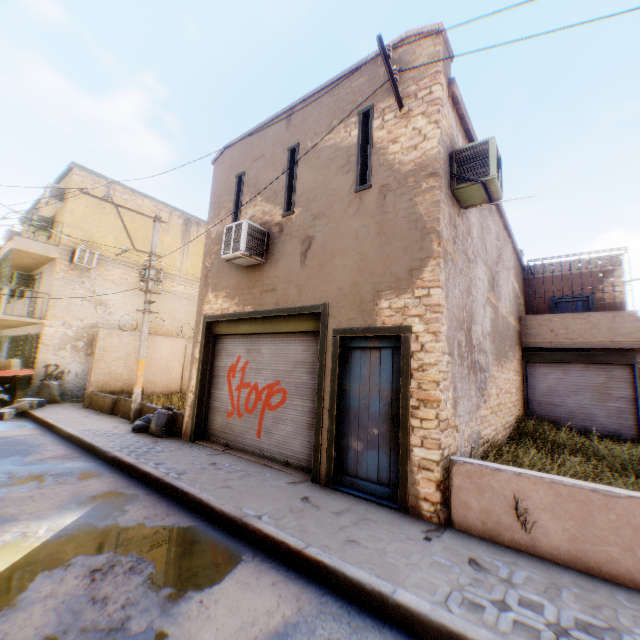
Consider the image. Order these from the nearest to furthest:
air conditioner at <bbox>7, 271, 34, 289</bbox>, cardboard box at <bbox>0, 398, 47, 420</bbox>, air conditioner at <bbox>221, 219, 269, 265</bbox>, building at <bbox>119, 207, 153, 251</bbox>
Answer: air conditioner at <bbox>221, 219, 269, 265</bbox> < cardboard box at <bbox>0, 398, 47, 420</bbox> < air conditioner at <bbox>7, 271, 34, 289</bbox> < building at <bbox>119, 207, 153, 251</bbox>

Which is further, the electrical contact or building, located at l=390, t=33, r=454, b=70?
building, located at l=390, t=33, r=454, b=70

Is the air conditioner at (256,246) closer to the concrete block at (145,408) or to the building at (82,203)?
the building at (82,203)

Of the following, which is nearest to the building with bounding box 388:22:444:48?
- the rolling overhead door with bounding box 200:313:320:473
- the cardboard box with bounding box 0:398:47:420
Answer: the rolling overhead door with bounding box 200:313:320:473

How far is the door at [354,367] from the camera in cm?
528

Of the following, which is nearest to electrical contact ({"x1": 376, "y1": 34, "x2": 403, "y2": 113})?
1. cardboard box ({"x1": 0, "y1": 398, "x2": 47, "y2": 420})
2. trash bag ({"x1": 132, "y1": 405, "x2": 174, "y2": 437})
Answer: trash bag ({"x1": 132, "y1": 405, "x2": 174, "y2": 437})

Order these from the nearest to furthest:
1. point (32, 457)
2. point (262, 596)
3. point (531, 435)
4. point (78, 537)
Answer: point (262, 596), point (78, 537), point (32, 457), point (531, 435)

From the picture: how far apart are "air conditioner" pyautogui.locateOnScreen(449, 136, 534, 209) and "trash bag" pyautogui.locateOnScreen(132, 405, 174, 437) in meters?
2.2
